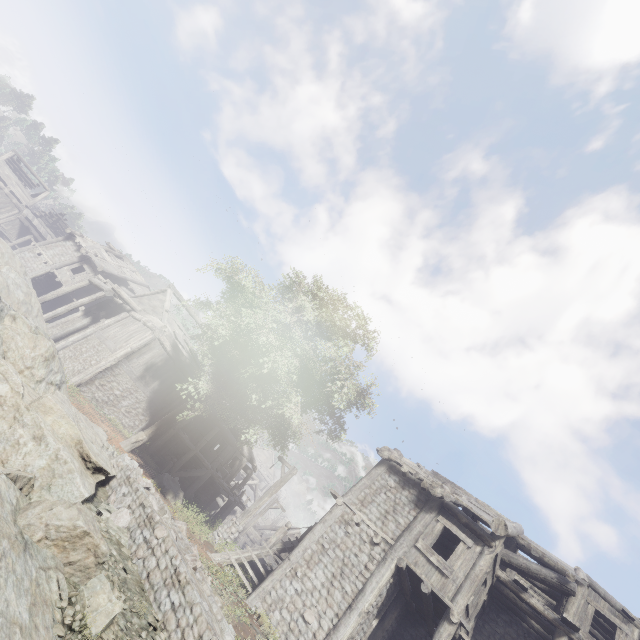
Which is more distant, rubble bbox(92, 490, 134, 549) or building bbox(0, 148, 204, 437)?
building bbox(0, 148, 204, 437)

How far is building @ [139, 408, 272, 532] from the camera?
19.98m

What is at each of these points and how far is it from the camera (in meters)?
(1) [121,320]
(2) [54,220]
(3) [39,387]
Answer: (1) building, 22.17
(2) wooden plank rubble, 42.97
(3) rock, 8.47

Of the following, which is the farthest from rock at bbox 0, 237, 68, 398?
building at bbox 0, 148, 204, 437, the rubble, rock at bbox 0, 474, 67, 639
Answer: the rubble

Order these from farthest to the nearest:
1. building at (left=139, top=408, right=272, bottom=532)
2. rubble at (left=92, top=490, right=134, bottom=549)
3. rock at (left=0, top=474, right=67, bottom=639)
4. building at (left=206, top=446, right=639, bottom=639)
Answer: building at (left=139, top=408, right=272, bottom=532)
building at (left=206, top=446, right=639, bottom=639)
rubble at (left=92, top=490, right=134, bottom=549)
rock at (left=0, top=474, right=67, bottom=639)

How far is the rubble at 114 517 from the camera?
7.6m

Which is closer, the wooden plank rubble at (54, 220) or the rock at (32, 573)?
the rock at (32, 573)

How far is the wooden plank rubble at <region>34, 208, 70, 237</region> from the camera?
42.5 meters
